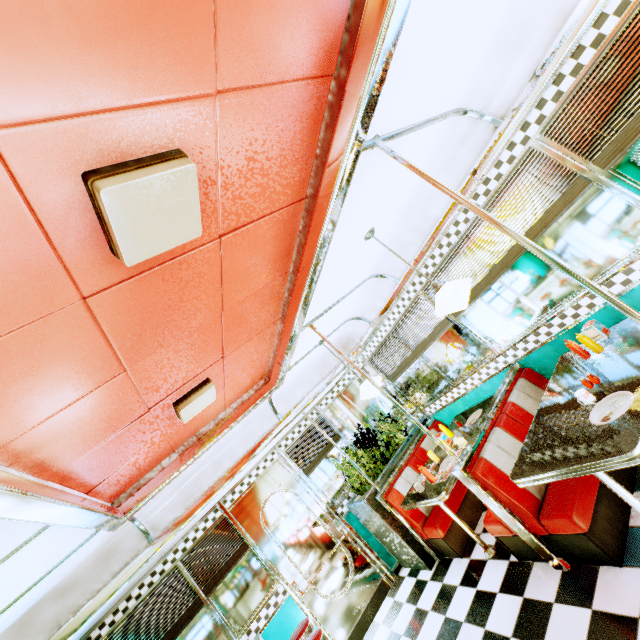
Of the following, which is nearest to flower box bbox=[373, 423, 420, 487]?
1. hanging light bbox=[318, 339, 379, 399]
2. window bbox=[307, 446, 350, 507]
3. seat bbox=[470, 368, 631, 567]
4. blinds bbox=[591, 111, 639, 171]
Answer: window bbox=[307, 446, 350, 507]

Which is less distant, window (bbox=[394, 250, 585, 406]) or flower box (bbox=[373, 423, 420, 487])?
window (bbox=[394, 250, 585, 406])

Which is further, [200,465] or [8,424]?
[200,465]

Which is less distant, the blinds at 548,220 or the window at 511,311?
the blinds at 548,220

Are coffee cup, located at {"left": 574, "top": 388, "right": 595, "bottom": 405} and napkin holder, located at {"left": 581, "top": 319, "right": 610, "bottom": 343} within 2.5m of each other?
yes

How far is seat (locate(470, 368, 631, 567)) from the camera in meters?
2.4 m

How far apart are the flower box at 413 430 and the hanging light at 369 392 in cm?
126

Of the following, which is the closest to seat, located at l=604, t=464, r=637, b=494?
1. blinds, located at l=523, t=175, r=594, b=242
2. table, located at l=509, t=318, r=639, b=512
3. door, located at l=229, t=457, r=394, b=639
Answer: table, located at l=509, t=318, r=639, b=512
